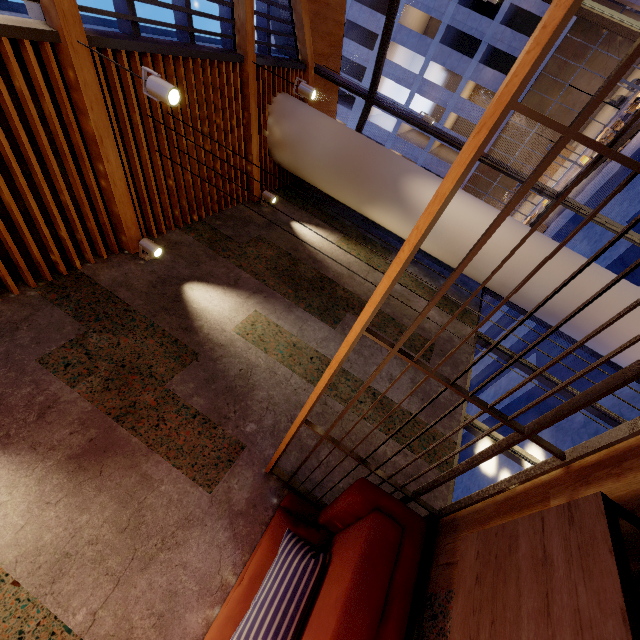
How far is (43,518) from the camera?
2.2 meters

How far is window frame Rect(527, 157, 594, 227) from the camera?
5.4m

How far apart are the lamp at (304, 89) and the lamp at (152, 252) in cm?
311

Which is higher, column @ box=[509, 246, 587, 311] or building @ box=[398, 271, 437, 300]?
building @ box=[398, 271, 437, 300]

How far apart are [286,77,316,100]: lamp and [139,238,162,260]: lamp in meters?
3.1

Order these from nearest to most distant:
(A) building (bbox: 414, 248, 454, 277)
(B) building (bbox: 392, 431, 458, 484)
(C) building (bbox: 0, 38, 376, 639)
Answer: (C) building (bbox: 0, 38, 376, 639), (B) building (bbox: 392, 431, 458, 484), (A) building (bbox: 414, 248, 454, 277)

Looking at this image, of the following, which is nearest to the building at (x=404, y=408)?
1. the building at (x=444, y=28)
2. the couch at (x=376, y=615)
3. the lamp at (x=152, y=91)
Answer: the couch at (x=376, y=615)

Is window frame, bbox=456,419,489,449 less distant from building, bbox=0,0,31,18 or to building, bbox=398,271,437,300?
building, bbox=398,271,437,300
